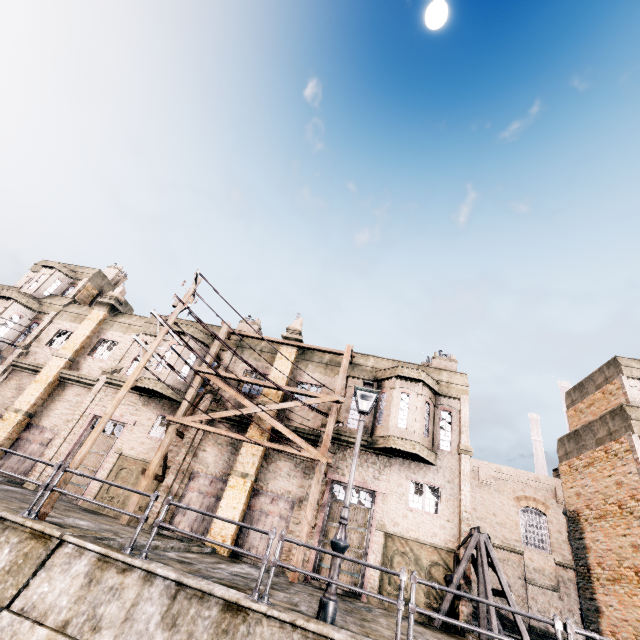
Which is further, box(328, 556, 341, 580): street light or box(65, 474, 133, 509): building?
box(65, 474, 133, 509): building

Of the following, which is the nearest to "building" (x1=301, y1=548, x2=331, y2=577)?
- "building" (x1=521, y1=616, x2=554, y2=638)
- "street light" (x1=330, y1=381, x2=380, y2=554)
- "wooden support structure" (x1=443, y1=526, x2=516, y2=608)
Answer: "wooden support structure" (x1=443, y1=526, x2=516, y2=608)

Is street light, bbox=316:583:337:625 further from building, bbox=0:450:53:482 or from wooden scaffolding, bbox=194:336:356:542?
building, bbox=0:450:53:482

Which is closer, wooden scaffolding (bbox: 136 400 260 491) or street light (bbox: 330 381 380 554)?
street light (bbox: 330 381 380 554)

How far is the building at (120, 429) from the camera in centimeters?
1830cm

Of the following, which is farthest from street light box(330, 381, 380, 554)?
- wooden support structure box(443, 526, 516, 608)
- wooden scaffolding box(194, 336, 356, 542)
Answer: wooden support structure box(443, 526, 516, 608)

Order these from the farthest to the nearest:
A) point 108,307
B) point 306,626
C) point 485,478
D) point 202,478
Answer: point 485,478 → point 108,307 → point 202,478 → point 306,626
